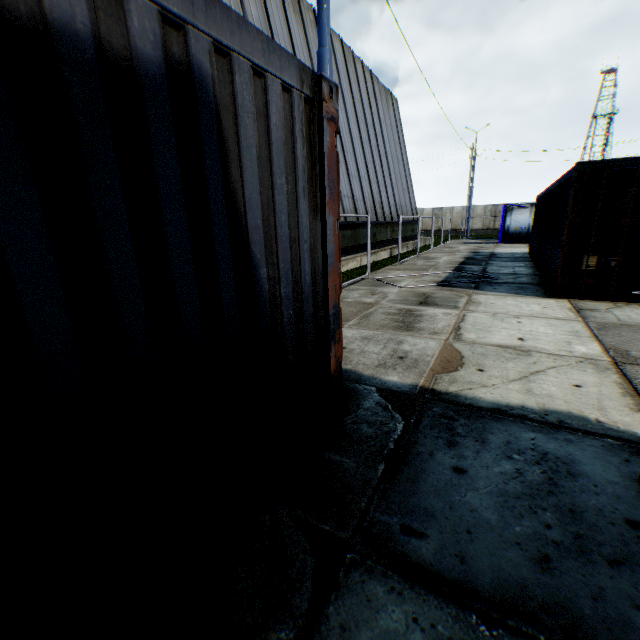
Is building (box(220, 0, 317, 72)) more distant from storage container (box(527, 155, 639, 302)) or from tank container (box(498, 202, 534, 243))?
storage container (box(527, 155, 639, 302))

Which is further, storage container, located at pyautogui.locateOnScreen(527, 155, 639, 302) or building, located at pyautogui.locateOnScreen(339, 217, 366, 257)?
building, located at pyautogui.locateOnScreen(339, 217, 366, 257)

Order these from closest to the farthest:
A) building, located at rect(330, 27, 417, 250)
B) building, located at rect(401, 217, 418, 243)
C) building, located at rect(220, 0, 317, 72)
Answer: building, located at rect(220, 0, 317, 72) < building, located at rect(330, 27, 417, 250) < building, located at rect(401, 217, 418, 243)

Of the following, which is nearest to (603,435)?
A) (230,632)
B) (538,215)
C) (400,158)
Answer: (230,632)

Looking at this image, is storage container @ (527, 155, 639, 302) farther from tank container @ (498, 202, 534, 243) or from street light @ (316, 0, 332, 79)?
tank container @ (498, 202, 534, 243)

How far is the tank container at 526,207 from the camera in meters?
23.6

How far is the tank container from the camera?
23.62m

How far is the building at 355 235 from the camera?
14.8m
